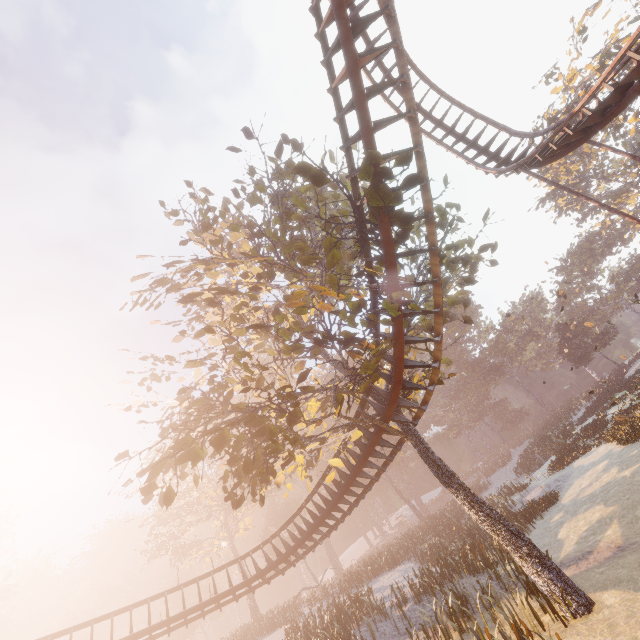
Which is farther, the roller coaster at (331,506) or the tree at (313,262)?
the roller coaster at (331,506)

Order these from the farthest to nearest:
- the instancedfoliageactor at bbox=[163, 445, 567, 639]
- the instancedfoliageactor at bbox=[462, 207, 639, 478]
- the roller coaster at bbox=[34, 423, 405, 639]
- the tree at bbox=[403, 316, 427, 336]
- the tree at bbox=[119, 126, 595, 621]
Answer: the instancedfoliageactor at bbox=[462, 207, 639, 478]
the roller coaster at bbox=[34, 423, 405, 639]
the tree at bbox=[403, 316, 427, 336]
the instancedfoliageactor at bbox=[163, 445, 567, 639]
the tree at bbox=[119, 126, 595, 621]

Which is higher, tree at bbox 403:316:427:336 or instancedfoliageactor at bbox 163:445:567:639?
tree at bbox 403:316:427:336

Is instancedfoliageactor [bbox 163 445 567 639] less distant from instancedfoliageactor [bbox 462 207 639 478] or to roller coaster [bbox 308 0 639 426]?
instancedfoliageactor [bbox 462 207 639 478]

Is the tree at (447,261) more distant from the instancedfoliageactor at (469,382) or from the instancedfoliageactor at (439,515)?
the instancedfoliageactor at (469,382)

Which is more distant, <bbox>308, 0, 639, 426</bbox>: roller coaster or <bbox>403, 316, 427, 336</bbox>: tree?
<bbox>403, 316, 427, 336</bbox>: tree

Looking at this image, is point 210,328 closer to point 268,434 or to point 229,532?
point 268,434

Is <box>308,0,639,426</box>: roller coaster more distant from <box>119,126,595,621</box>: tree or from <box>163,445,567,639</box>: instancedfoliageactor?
<box>163,445,567,639</box>: instancedfoliageactor
